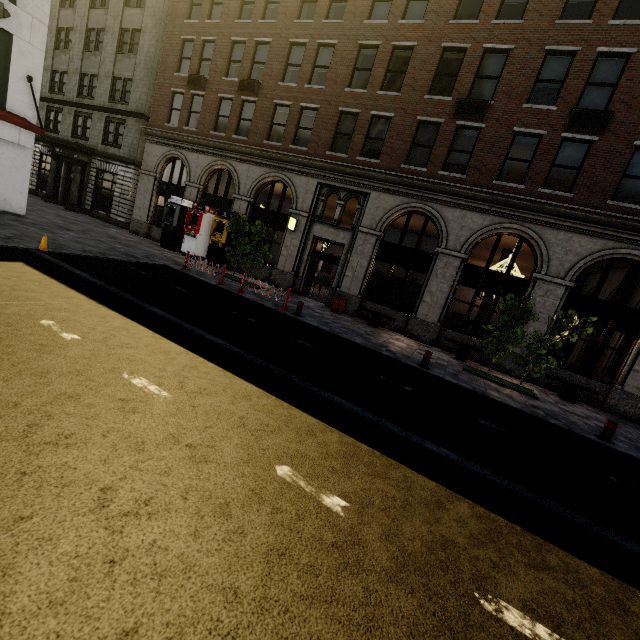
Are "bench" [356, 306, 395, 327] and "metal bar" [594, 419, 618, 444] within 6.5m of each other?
no

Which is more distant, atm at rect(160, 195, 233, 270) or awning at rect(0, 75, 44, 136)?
atm at rect(160, 195, 233, 270)

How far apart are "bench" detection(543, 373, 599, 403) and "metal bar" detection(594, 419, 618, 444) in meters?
3.5 m

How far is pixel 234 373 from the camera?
5.9 meters

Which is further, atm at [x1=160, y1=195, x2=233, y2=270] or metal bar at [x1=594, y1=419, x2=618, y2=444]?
atm at [x1=160, y1=195, x2=233, y2=270]

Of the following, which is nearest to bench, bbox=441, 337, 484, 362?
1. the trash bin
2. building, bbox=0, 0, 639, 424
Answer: building, bbox=0, 0, 639, 424

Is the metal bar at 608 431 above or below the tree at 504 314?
below

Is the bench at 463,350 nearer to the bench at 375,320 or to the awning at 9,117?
the bench at 375,320
